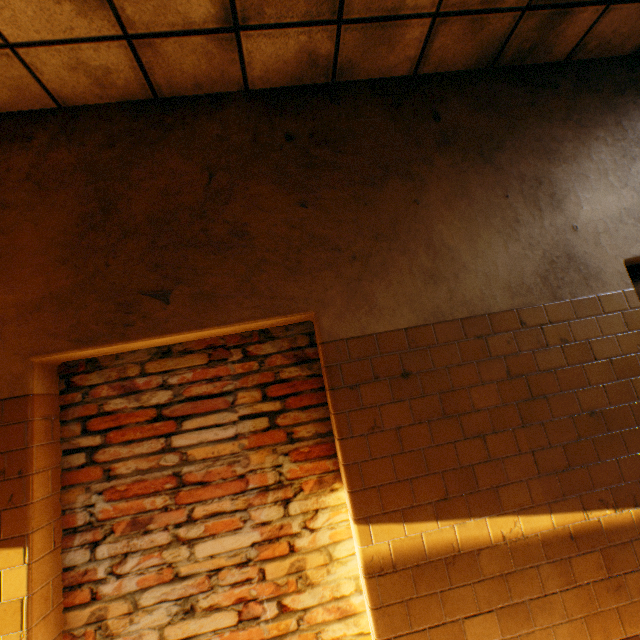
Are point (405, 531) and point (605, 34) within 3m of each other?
no
